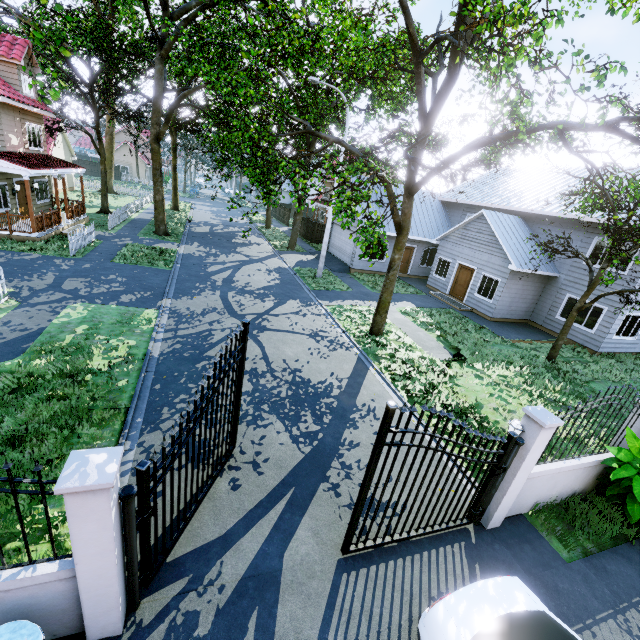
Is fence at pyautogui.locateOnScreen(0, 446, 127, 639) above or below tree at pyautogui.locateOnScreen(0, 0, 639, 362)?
below

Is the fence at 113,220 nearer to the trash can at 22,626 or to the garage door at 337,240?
the garage door at 337,240

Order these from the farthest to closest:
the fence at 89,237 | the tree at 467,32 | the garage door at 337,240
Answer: the garage door at 337,240, the fence at 89,237, the tree at 467,32

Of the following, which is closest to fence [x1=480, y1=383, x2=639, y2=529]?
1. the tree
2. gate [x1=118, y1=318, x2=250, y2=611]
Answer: the tree

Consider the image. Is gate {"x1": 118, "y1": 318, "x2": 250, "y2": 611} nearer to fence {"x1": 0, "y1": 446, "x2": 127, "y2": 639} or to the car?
fence {"x1": 0, "y1": 446, "x2": 127, "y2": 639}

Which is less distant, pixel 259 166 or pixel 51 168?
pixel 51 168

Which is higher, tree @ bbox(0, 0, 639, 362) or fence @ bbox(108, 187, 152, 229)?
tree @ bbox(0, 0, 639, 362)

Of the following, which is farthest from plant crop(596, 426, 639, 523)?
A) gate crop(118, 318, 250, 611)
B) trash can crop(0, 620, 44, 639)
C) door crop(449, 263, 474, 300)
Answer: door crop(449, 263, 474, 300)
